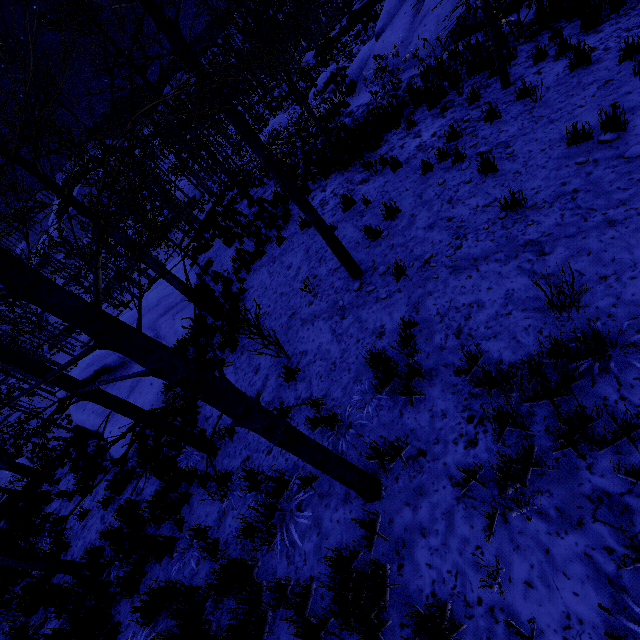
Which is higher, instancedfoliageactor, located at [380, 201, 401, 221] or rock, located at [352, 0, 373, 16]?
rock, located at [352, 0, 373, 16]

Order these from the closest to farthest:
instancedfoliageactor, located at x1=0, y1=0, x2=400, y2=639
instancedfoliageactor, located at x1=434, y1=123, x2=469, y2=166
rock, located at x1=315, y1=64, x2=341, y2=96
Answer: instancedfoliageactor, located at x1=0, y1=0, x2=400, y2=639 → instancedfoliageactor, located at x1=434, y1=123, x2=469, y2=166 → rock, located at x1=315, y1=64, x2=341, y2=96

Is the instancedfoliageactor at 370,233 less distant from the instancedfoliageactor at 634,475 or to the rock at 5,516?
the instancedfoliageactor at 634,475

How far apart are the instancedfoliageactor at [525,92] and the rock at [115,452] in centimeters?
1122cm

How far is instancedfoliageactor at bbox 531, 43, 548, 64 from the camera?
6.75m

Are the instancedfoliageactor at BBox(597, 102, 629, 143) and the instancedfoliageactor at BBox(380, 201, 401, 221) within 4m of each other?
yes

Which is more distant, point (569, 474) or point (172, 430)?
point (172, 430)

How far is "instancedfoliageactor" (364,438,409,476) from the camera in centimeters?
323cm
